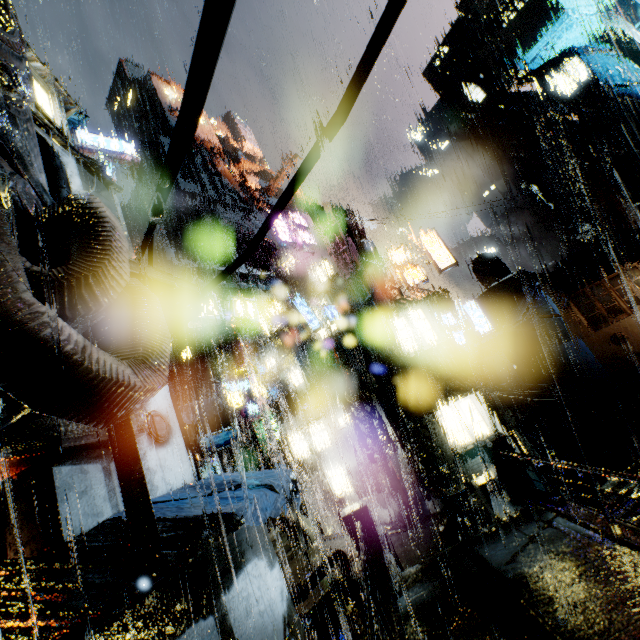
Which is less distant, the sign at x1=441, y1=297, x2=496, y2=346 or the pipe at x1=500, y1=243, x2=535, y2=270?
the sign at x1=441, y1=297, x2=496, y2=346

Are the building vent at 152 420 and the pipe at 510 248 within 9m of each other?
no

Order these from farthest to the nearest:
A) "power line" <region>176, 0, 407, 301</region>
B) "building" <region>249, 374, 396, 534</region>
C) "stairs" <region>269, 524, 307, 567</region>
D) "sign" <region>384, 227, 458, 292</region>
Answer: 1. "sign" <region>384, 227, 458, 292</region>
2. "building" <region>249, 374, 396, 534</region>
3. "stairs" <region>269, 524, 307, 567</region>
4. "power line" <region>176, 0, 407, 301</region>

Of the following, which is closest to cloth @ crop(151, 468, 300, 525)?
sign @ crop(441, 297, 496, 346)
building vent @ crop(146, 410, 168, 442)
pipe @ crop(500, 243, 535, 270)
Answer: building vent @ crop(146, 410, 168, 442)

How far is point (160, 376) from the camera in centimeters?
251cm

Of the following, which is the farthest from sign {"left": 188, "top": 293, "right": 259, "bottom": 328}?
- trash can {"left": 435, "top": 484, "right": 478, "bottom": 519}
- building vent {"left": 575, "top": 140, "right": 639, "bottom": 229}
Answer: building vent {"left": 575, "top": 140, "right": 639, "bottom": 229}

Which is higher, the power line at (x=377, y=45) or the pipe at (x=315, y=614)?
the power line at (x=377, y=45)

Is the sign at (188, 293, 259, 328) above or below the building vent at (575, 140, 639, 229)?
below
